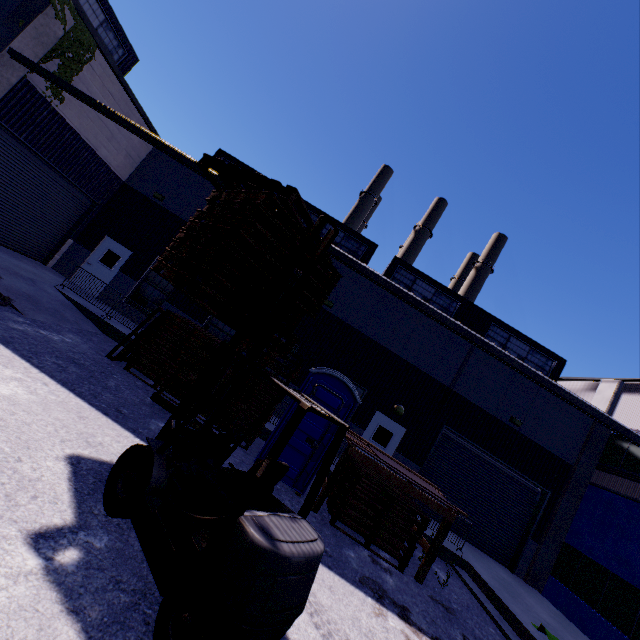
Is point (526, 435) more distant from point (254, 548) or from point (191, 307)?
point (191, 307)

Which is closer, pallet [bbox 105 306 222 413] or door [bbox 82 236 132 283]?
pallet [bbox 105 306 222 413]

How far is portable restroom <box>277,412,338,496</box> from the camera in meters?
7.7

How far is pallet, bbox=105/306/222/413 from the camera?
7.91m

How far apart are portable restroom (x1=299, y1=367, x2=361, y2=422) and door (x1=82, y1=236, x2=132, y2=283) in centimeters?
1031cm

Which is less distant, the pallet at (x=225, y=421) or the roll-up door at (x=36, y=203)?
the pallet at (x=225, y=421)

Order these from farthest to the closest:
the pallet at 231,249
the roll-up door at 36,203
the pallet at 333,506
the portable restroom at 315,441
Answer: the roll-up door at 36,203, the portable restroom at 315,441, the pallet at 333,506, the pallet at 231,249

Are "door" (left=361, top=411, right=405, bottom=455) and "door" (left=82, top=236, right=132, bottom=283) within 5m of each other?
no
